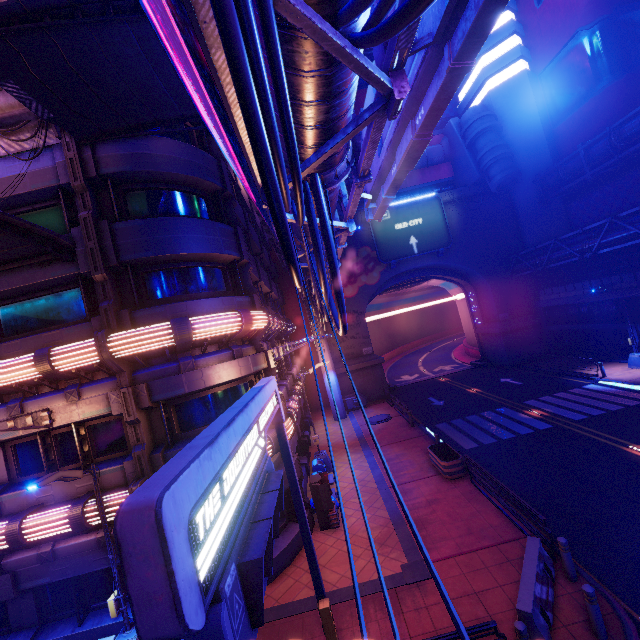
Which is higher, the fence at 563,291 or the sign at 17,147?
the sign at 17,147

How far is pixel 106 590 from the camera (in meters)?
10.77

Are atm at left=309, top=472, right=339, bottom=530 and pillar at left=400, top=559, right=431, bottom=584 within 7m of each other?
yes

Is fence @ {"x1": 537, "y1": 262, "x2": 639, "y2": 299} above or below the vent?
Answer: above

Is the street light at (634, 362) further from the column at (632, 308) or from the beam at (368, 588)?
the beam at (368, 588)

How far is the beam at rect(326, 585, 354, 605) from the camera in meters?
9.5

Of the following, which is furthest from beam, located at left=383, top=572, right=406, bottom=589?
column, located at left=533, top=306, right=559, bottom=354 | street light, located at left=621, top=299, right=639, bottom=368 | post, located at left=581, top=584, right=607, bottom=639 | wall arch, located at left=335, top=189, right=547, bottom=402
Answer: column, located at left=533, top=306, right=559, bottom=354

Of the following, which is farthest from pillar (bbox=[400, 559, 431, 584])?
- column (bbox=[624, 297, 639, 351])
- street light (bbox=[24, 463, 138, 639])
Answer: column (bbox=[624, 297, 639, 351])
